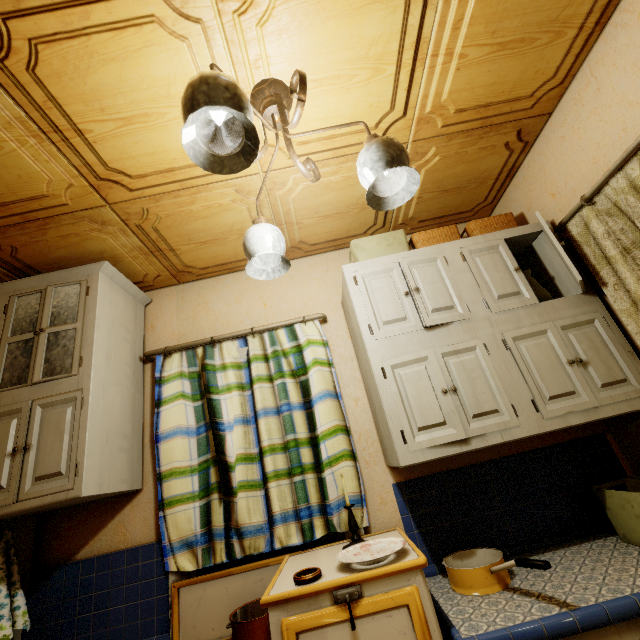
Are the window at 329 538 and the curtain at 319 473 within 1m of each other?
yes

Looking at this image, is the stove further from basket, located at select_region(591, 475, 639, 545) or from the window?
basket, located at select_region(591, 475, 639, 545)

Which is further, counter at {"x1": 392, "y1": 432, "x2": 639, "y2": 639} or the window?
the window

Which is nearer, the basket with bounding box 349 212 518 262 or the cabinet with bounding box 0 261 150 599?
the cabinet with bounding box 0 261 150 599

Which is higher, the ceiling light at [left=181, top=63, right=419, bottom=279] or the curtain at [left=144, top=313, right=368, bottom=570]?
the ceiling light at [left=181, top=63, right=419, bottom=279]

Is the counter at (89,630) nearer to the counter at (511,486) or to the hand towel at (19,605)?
the hand towel at (19,605)

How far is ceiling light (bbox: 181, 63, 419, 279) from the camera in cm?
84

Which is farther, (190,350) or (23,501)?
(190,350)
